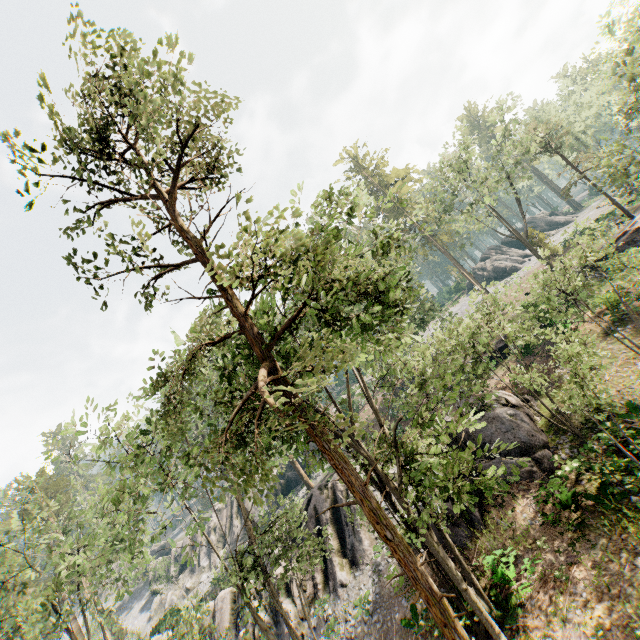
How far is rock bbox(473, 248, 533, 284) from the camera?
54.0 meters

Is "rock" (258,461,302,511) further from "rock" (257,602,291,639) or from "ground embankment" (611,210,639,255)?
"ground embankment" (611,210,639,255)

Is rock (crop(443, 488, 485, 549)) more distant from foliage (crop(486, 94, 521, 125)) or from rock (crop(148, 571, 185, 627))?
rock (crop(148, 571, 185, 627))

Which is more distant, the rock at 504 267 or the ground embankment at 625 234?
the rock at 504 267

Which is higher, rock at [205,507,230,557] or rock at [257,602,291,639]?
rock at [205,507,230,557]

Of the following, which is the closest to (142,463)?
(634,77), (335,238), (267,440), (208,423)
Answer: (208,423)

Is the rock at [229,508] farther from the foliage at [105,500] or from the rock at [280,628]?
the rock at [280,628]
